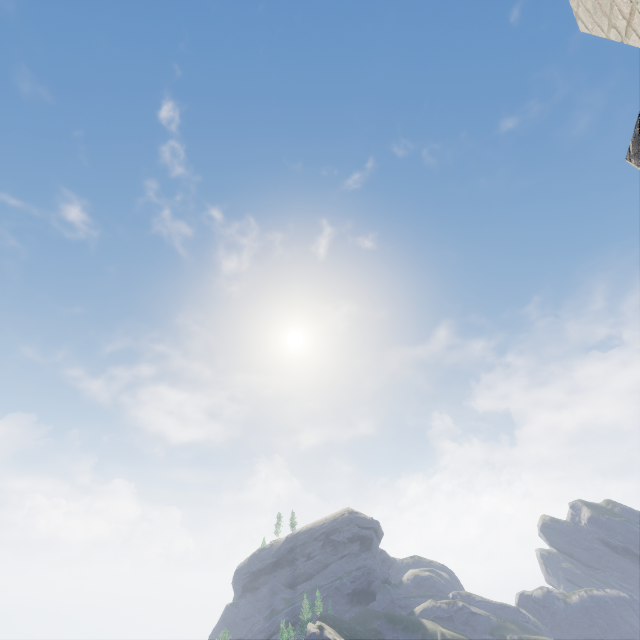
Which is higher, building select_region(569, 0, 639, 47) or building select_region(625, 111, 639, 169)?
building select_region(625, 111, 639, 169)

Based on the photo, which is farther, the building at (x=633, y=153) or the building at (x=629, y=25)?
the building at (x=633, y=153)

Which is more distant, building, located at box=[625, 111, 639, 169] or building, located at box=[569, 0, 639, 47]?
building, located at box=[625, 111, 639, 169]

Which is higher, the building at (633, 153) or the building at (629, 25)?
the building at (633, 153)

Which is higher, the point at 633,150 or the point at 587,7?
the point at 633,150
